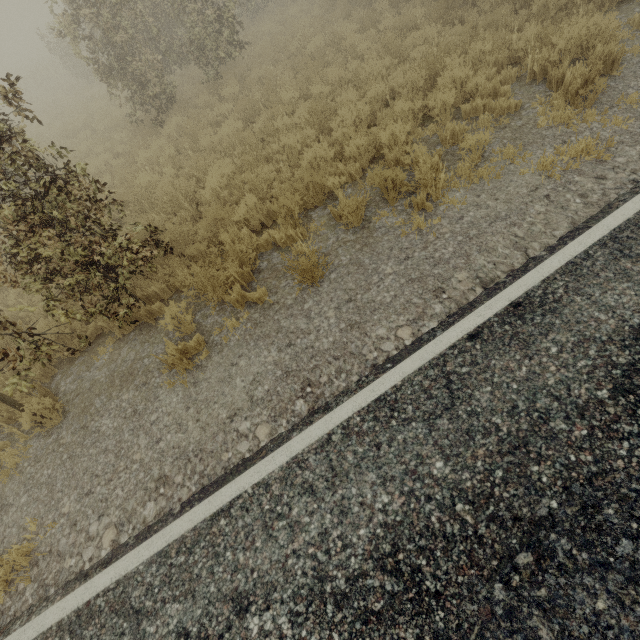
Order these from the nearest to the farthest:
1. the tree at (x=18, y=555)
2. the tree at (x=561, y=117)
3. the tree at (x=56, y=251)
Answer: the tree at (x=18, y=555)
the tree at (x=56, y=251)
the tree at (x=561, y=117)

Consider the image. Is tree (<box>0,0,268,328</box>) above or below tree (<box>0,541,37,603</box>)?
above

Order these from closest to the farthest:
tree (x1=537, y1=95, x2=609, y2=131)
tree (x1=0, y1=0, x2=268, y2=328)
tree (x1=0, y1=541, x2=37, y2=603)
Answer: tree (x1=0, y1=541, x2=37, y2=603) → tree (x1=0, y1=0, x2=268, y2=328) → tree (x1=537, y1=95, x2=609, y2=131)

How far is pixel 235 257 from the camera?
4.96m

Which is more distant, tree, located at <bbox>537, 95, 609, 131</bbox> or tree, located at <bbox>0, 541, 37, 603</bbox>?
tree, located at <bbox>537, 95, 609, 131</bbox>

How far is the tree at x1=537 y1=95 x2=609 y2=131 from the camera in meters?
4.7

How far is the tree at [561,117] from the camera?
4.73m
